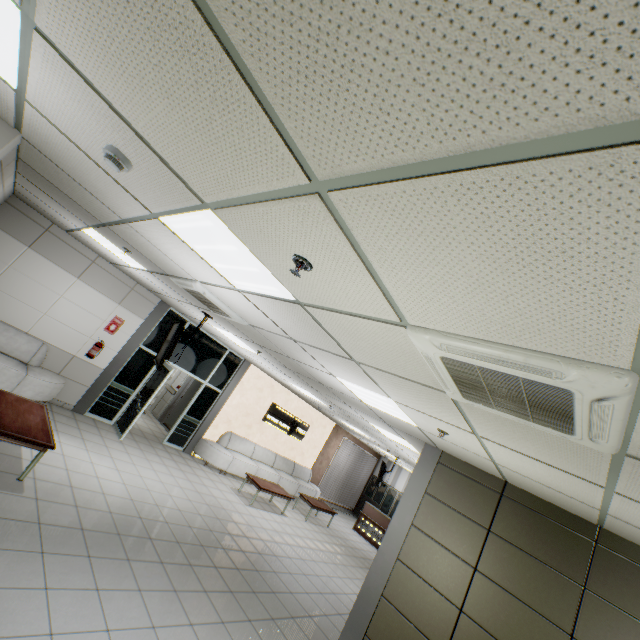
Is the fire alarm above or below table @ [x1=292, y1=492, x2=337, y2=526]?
above

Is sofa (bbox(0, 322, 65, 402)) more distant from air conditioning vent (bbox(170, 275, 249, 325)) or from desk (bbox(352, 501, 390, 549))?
desk (bbox(352, 501, 390, 549))

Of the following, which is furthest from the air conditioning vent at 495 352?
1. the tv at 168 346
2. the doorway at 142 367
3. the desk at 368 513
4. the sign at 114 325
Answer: the desk at 368 513

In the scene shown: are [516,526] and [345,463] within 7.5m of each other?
no

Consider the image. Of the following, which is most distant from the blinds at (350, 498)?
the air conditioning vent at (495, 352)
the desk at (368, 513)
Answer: the air conditioning vent at (495, 352)

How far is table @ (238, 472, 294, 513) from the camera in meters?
8.8 m

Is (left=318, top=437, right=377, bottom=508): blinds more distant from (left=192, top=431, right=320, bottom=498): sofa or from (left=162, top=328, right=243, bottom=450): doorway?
(left=162, top=328, right=243, bottom=450): doorway

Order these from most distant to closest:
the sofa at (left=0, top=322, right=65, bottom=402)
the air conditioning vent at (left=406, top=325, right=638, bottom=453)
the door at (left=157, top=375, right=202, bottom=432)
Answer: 1. the door at (left=157, top=375, right=202, bottom=432)
2. the sofa at (left=0, top=322, right=65, bottom=402)
3. the air conditioning vent at (left=406, top=325, right=638, bottom=453)
